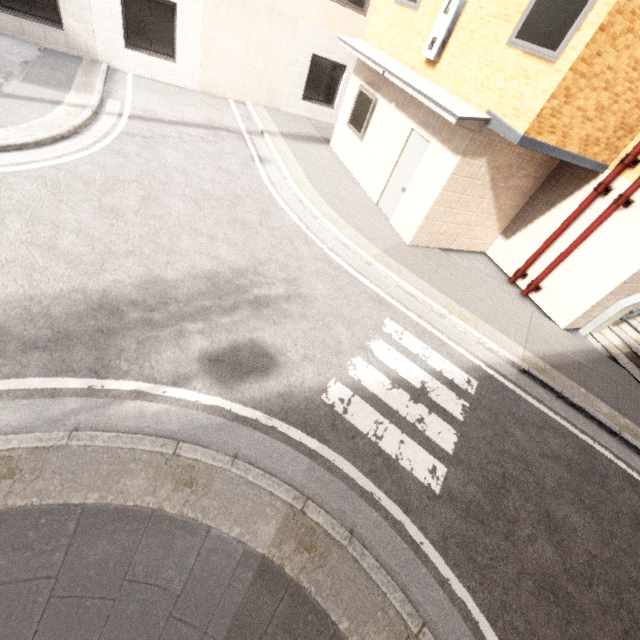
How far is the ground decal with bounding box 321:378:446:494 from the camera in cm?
416

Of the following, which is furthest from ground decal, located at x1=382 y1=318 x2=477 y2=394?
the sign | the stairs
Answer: the sign

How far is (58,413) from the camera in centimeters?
330cm

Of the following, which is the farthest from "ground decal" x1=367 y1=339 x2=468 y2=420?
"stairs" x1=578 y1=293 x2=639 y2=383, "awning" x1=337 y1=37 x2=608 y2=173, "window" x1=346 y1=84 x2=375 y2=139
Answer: "window" x1=346 y1=84 x2=375 y2=139

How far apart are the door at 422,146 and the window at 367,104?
1.9 meters

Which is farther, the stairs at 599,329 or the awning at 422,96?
the stairs at 599,329

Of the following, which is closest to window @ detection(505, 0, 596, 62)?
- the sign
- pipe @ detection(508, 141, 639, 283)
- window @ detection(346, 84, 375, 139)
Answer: the sign

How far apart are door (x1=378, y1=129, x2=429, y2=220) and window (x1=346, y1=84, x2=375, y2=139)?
1.9 meters
